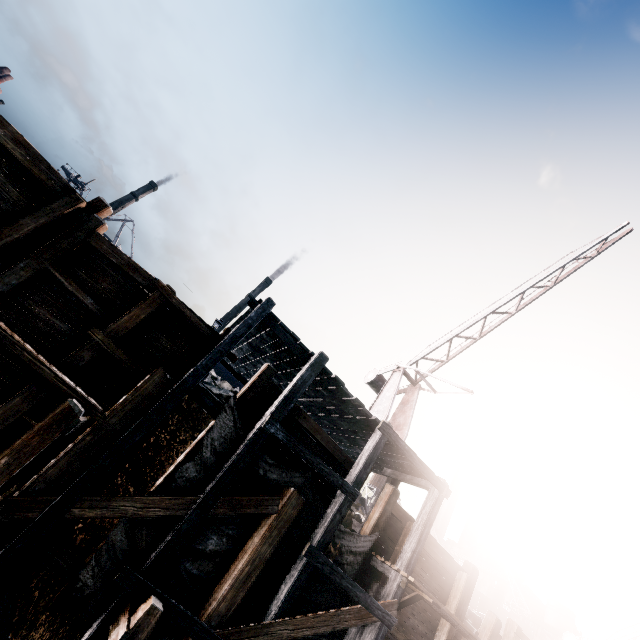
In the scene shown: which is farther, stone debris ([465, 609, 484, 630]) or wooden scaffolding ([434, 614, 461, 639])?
stone debris ([465, 609, 484, 630])

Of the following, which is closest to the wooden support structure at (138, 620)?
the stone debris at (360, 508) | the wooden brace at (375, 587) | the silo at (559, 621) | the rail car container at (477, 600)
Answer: the wooden brace at (375, 587)

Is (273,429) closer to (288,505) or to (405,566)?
Result: (288,505)

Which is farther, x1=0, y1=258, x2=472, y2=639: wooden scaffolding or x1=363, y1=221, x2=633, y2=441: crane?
x1=363, y1=221, x2=633, y2=441: crane

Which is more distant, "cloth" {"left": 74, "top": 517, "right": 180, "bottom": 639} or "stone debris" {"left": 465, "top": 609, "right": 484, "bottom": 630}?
"stone debris" {"left": 465, "top": 609, "right": 484, "bottom": 630}

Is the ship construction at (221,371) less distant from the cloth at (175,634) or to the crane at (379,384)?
the crane at (379,384)

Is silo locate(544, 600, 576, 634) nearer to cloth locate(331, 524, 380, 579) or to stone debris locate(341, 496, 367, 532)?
stone debris locate(341, 496, 367, 532)

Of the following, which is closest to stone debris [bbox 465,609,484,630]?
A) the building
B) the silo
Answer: the building
